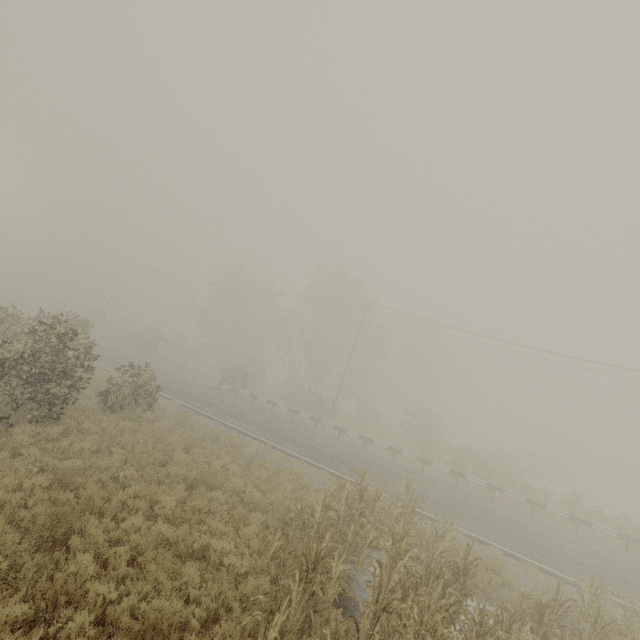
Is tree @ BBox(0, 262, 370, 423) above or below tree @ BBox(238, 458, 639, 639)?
above

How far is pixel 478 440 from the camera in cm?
5391

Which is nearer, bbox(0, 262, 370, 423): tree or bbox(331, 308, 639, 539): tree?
bbox(0, 262, 370, 423): tree

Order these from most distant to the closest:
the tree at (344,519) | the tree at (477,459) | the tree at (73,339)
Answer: the tree at (477,459), the tree at (73,339), the tree at (344,519)

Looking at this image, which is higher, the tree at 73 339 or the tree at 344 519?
the tree at 73 339

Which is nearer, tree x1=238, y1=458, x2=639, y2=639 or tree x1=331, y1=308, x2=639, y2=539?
tree x1=238, y1=458, x2=639, y2=639

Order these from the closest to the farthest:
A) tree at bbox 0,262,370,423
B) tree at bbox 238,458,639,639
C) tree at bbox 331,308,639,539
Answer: tree at bbox 238,458,639,639, tree at bbox 0,262,370,423, tree at bbox 331,308,639,539
